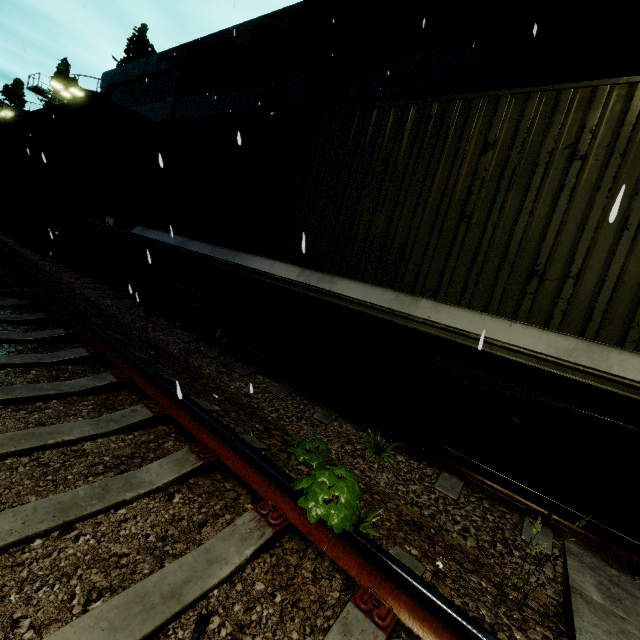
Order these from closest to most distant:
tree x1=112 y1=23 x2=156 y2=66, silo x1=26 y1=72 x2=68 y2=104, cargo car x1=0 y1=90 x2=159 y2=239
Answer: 1. cargo car x1=0 y1=90 x2=159 y2=239
2. tree x1=112 y1=23 x2=156 y2=66
3. silo x1=26 y1=72 x2=68 y2=104

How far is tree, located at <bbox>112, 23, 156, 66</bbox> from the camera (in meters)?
23.91

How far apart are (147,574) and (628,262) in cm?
424

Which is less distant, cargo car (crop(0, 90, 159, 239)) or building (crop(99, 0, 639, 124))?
building (crop(99, 0, 639, 124))

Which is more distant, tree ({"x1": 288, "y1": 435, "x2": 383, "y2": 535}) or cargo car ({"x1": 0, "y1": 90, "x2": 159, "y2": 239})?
cargo car ({"x1": 0, "y1": 90, "x2": 159, "y2": 239})

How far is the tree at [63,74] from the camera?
35.2 meters

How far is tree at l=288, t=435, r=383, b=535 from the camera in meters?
1.8

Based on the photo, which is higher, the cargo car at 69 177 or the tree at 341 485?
the cargo car at 69 177
